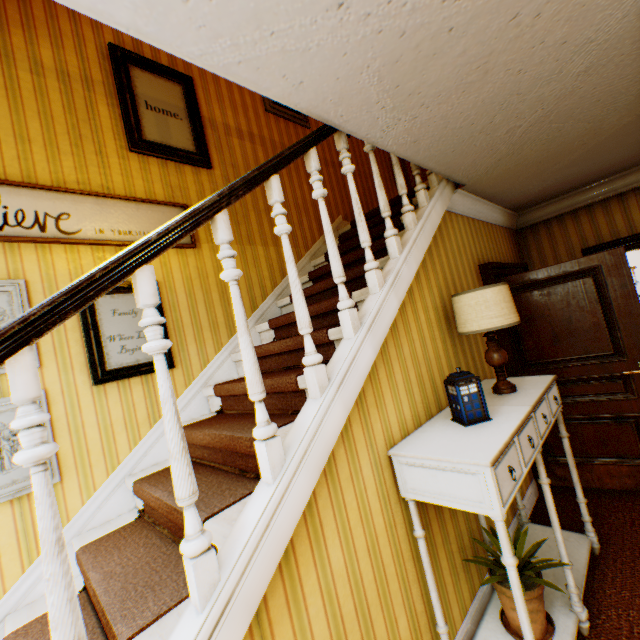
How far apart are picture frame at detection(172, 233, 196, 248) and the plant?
3.1m

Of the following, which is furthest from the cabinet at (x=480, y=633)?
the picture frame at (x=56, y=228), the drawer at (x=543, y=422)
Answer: the picture frame at (x=56, y=228)

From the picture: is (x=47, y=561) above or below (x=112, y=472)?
above

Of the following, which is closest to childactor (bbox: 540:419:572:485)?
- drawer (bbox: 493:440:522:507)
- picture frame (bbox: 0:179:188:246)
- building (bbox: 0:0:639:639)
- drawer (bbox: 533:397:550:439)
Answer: building (bbox: 0:0:639:639)

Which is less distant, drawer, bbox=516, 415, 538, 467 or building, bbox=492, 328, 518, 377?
drawer, bbox=516, 415, 538, 467

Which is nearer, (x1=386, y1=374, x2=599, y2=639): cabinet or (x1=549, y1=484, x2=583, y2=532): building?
(x1=386, y1=374, x2=599, y2=639): cabinet

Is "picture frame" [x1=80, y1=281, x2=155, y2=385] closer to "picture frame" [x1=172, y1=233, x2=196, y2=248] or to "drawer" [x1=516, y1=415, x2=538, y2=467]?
"picture frame" [x1=172, y1=233, x2=196, y2=248]

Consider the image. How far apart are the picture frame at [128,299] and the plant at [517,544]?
2.5 meters
